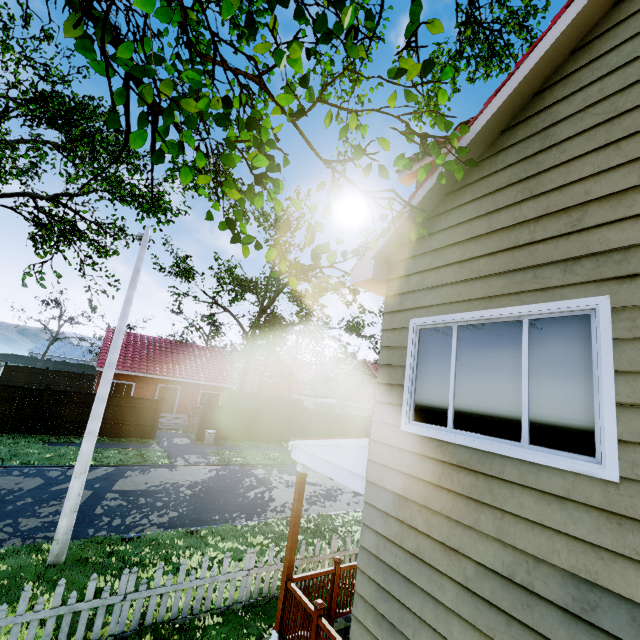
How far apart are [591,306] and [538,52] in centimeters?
272cm

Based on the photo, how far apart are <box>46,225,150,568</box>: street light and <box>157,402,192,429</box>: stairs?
16.29m

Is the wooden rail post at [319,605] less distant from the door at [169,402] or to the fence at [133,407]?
the fence at [133,407]

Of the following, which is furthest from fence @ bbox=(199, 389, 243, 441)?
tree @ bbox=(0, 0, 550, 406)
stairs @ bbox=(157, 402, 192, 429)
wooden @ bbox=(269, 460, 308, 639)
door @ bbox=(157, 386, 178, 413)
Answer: door @ bbox=(157, 386, 178, 413)

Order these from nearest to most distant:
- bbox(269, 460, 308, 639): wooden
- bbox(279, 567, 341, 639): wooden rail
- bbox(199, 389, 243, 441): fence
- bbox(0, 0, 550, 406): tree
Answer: bbox(0, 0, 550, 406): tree
bbox(279, 567, 341, 639): wooden rail
bbox(269, 460, 308, 639): wooden
bbox(199, 389, 243, 441): fence

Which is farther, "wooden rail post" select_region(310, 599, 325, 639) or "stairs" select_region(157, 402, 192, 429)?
"stairs" select_region(157, 402, 192, 429)

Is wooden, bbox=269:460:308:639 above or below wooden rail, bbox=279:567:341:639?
above

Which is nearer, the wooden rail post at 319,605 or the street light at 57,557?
the wooden rail post at 319,605
